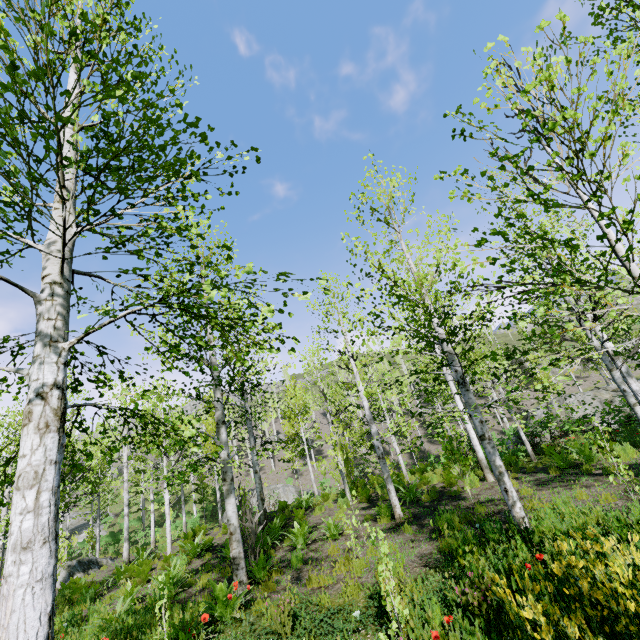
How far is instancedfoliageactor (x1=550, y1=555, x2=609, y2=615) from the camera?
2.4 meters

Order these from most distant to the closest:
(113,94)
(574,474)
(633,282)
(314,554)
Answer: (633,282), (574,474), (314,554), (113,94)

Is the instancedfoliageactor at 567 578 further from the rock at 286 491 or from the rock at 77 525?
the rock at 286 491

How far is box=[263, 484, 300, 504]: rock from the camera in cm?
2845

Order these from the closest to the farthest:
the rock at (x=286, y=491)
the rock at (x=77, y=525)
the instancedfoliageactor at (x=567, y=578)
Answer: the instancedfoliageactor at (x=567, y=578)
the rock at (x=286, y=491)
the rock at (x=77, y=525)

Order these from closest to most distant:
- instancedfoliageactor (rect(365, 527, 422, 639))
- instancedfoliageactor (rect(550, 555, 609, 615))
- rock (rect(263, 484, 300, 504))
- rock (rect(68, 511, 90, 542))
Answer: instancedfoliageactor (rect(550, 555, 609, 615)), instancedfoliageactor (rect(365, 527, 422, 639)), rock (rect(263, 484, 300, 504)), rock (rect(68, 511, 90, 542))

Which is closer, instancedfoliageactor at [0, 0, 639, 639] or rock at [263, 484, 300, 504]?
instancedfoliageactor at [0, 0, 639, 639]
